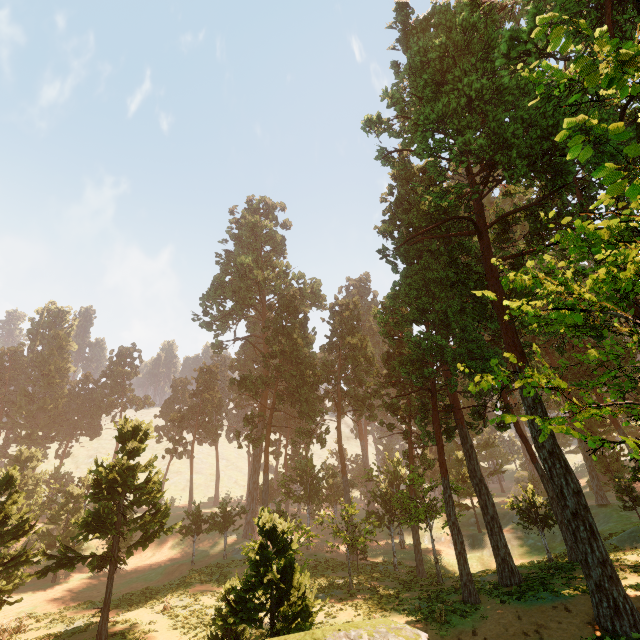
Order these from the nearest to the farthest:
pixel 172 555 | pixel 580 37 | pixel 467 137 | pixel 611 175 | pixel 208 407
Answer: →
1. pixel 611 175
2. pixel 580 37
3. pixel 467 137
4. pixel 172 555
5. pixel 208 407
